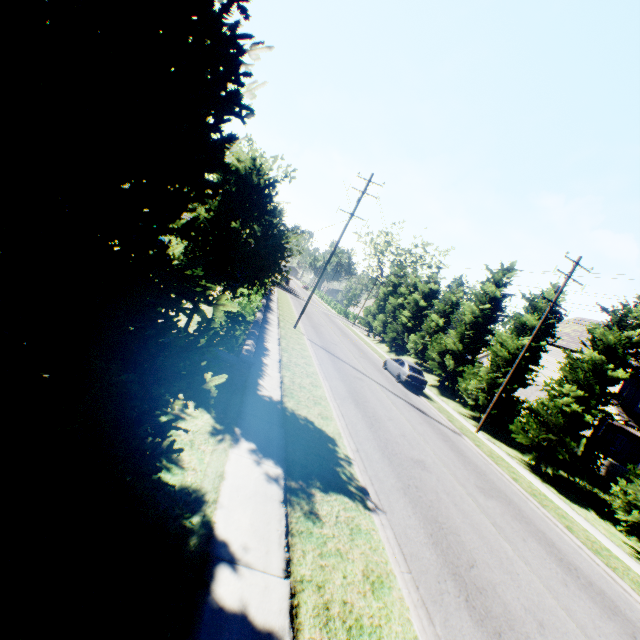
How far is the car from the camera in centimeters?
2275cm

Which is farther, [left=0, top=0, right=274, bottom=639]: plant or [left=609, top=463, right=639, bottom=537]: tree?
[left=609, top=463, right=639, bottom=537]: tree

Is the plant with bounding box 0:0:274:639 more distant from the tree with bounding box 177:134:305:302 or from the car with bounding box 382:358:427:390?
the car with bounding box 382:358:427:390

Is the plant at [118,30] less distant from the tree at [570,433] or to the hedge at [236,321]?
the tree at [570,433]

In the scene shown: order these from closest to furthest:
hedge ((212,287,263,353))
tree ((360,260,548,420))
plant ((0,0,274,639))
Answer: plant ((0,0,274,639)) < hedge ((212,287,263,353)) < tree ((360,260,548,420))

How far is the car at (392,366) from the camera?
22.8 meters

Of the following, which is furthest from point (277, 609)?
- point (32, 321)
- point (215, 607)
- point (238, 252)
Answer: point (238, 252)

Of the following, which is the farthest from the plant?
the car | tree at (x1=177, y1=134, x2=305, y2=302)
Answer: the car
